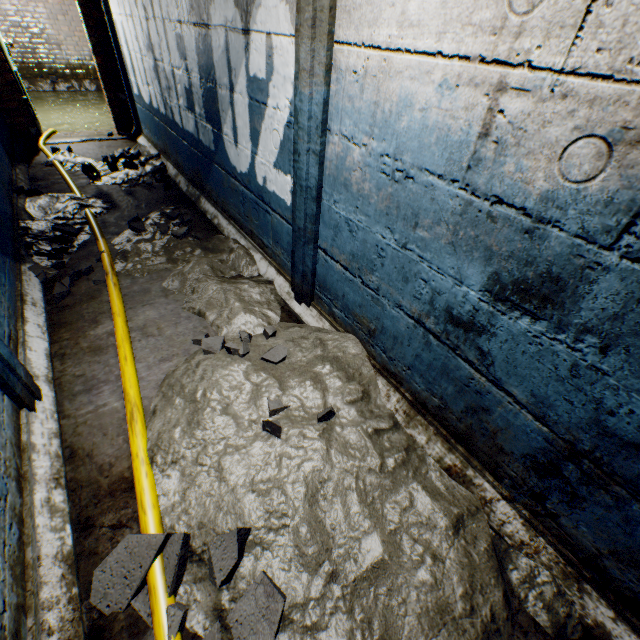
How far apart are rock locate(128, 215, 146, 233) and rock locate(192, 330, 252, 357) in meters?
1.7 m

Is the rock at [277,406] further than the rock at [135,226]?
No

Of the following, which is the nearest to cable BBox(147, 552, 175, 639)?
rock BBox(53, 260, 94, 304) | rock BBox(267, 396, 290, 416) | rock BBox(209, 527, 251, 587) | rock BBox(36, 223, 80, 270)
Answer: rock BBox(209, 527, 251, 587)

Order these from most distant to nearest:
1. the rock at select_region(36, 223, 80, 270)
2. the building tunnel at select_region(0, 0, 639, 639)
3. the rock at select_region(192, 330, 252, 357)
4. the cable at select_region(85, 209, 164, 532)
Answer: the rock at select_region(36, 223, 80, 270) → the rock at select_region(192, 330, 252, 357) → the cable at select_region(85, 209, 164, 532) → the building tunnel at select_region(0, 0, 639, 639)

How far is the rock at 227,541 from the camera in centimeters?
117cm

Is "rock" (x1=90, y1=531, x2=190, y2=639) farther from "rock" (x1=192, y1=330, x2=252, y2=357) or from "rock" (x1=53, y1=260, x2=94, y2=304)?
"rock" (x1=53, y1=260, x2=94, y2=304)

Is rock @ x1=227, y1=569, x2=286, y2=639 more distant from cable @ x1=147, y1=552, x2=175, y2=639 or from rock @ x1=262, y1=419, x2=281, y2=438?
rock @ x1=262, y1=419, x2=281, y2=438

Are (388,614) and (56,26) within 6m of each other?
no
